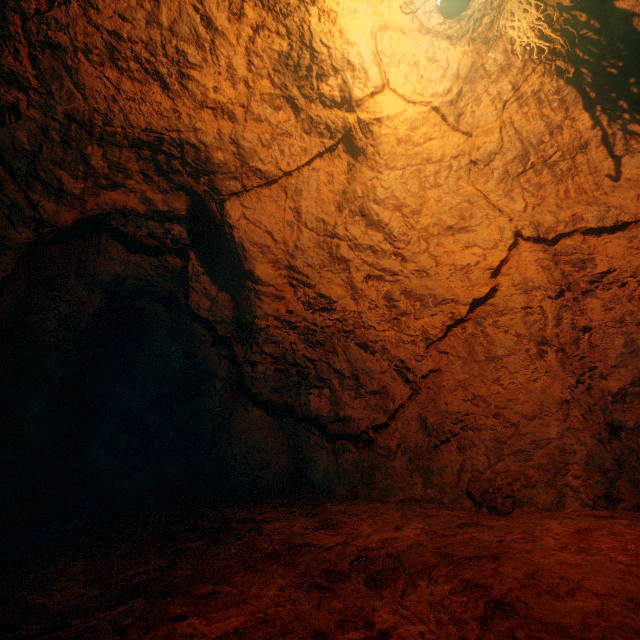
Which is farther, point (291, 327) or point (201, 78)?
point (291, 327)
